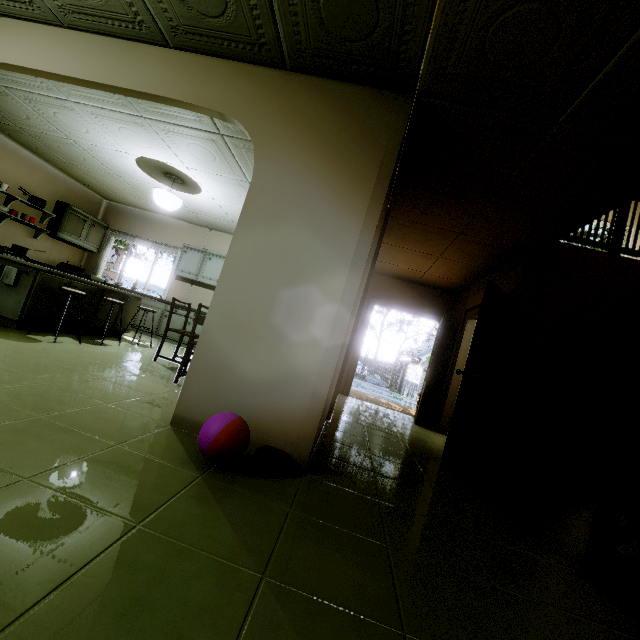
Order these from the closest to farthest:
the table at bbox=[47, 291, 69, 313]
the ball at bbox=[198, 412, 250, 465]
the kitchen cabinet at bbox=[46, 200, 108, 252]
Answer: the ball at bbox=[198, 412, 250, 465] → the table at bbox=[47, 291, 69, 313] → the kitchen cabinet at bbox=[46, 200, 108, 252]

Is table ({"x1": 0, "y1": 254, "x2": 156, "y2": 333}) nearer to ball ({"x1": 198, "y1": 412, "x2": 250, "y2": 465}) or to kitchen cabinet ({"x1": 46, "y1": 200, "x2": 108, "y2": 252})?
kitchen cabinet ({"x1": 46, "y1": 200, "x2": 108, "y2": 252})

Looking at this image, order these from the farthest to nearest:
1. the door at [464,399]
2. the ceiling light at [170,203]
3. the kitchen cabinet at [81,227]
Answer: the kitchen cabinet at [81,227] → the ceiling light at [170,203] → the door at [464,399]

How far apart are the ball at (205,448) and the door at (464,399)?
2.5 meters

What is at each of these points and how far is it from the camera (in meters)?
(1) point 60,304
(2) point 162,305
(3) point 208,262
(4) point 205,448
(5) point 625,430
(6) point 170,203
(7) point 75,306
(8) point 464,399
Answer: (1) table, 4.18
(2) kitchen cabinet, 7.03
(3) kitchen cabinet, 7.25
(4) ball, 1.77
(5) stairs, 1.95
(6) ceiling light, 5.12
(7) table, 4.41
(8) door, 3.55

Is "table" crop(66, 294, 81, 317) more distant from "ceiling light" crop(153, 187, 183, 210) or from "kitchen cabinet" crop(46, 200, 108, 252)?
"kitchen cabinet" crop(46, 200, 108, 252)

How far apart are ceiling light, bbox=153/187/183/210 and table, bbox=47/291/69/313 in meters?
1.5 m

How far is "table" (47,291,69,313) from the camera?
4.1 meters
